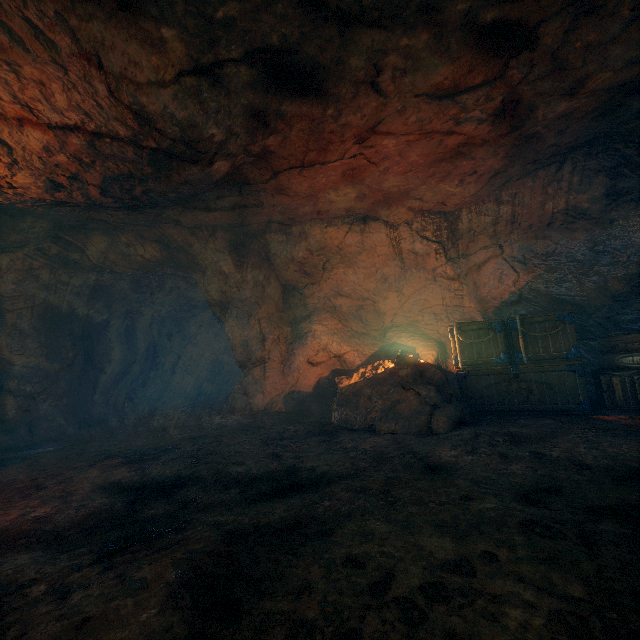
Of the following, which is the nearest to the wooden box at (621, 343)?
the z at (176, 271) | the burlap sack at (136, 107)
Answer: the burlap sack at (136, 107)

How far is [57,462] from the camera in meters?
6.1 m

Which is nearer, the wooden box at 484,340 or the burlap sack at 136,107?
the burlap sack at 136,107

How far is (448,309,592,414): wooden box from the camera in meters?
5.6 m

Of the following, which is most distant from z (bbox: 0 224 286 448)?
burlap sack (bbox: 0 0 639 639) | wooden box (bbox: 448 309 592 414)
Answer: wooden box (bbox: 448 309 592 414)

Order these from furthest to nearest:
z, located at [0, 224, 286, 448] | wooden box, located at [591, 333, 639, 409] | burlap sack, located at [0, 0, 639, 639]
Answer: z, located at [0, 224, 286, 448], wooden box, located at [591, 333, 639, 409], burlap sack, located at [0, 0, 639, 639]

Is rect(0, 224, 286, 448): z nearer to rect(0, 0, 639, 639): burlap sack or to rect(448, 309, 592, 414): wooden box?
rect(0, 0, 639, 639): burlap sack
